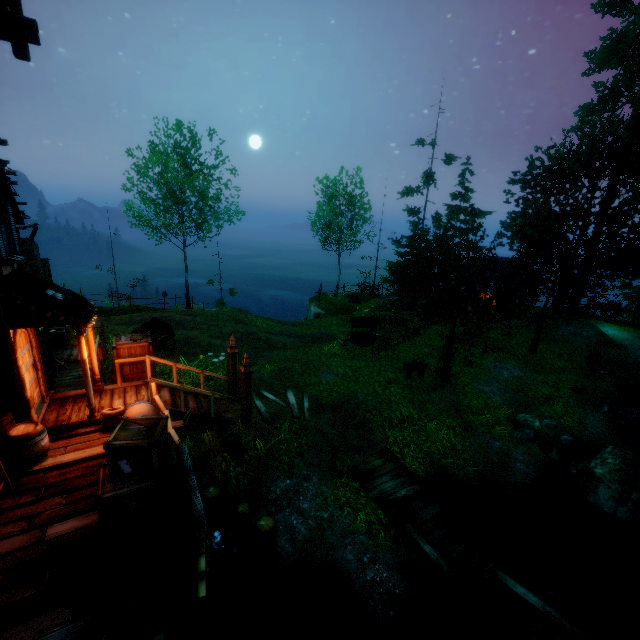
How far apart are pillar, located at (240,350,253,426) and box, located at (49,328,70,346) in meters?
9.3

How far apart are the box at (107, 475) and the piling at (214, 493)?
1.9 meters

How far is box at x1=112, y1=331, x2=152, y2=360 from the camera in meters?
A: 9.7 m

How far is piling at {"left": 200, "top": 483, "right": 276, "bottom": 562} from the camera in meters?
7.7 m

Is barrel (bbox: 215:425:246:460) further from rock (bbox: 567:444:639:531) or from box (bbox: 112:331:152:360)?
rock (bbox: 567:444:639:531)

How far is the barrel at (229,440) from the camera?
9.27m

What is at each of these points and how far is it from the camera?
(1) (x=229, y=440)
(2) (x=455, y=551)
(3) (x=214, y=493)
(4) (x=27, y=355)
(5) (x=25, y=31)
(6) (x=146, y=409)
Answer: (1) barrel, 9.4 meters
(2) wooden platform, 7.8 meters
(3) piling, 8.3 meters
(4) door, 7.8 meters
(5) wooden platform, 6.1 meters
(6) chest, 7.2 meters

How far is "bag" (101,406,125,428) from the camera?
7.89m
